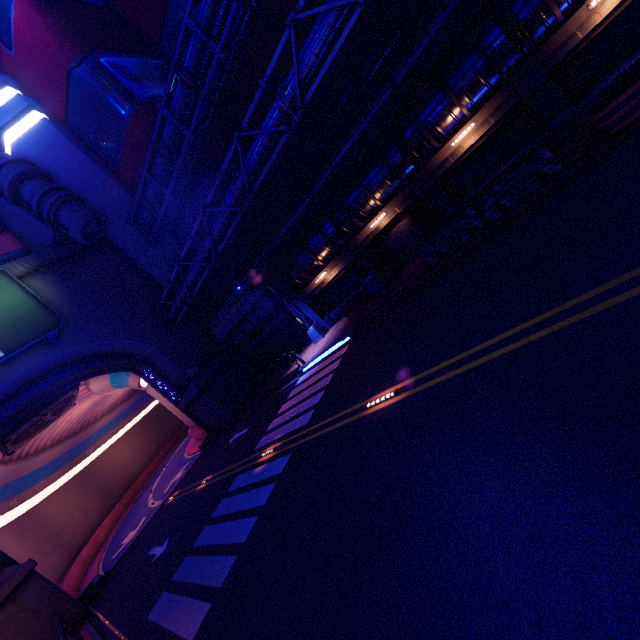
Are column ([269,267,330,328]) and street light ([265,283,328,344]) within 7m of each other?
yes

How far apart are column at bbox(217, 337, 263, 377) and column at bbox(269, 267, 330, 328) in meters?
7.9

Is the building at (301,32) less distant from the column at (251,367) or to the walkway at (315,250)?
the walkway at (315,250)

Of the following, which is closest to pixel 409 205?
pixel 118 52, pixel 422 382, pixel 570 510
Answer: pixel 422 382

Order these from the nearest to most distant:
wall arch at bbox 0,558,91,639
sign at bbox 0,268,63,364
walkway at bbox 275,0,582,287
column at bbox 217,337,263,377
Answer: walkway at bbox 275,0,582,287
wall arch at bbox 0,558,91,639
sign at bbox 0,268,63,364
column at bbox 217,337,263,377

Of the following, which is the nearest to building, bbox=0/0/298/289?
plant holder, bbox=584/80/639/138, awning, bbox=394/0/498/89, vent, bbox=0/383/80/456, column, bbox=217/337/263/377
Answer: column, bbox=217/337/263/377

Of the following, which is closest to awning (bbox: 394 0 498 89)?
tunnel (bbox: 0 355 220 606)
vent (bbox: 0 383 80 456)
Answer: tunnel (bbox: 0 355 220 606)

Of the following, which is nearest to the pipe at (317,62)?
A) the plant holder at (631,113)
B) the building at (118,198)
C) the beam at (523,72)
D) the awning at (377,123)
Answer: the building at (118,198)
